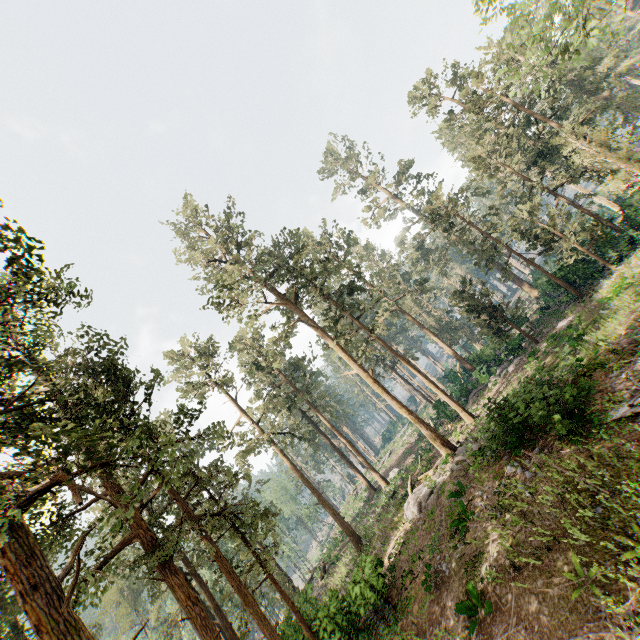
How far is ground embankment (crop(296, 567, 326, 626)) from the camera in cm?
2322

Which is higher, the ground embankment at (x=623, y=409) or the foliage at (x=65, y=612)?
the foliage at (x=65, y=612)

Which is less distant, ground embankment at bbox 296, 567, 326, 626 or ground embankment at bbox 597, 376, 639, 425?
ground embankment at bbox 597, 376, 639, 425

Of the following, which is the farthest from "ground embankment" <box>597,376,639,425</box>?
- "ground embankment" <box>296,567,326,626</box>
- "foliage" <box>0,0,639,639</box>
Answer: "ground embankment" <box>296,567,326,626</box>

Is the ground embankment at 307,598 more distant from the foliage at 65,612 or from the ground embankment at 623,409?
the ground embankment at 623,409

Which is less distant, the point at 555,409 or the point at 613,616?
the point at 613,616

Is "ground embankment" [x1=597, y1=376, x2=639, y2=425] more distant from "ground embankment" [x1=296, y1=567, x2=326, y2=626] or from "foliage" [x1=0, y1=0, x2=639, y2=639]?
"ground embankment" [x1=296, y1=567, x2=326, y2=626]
